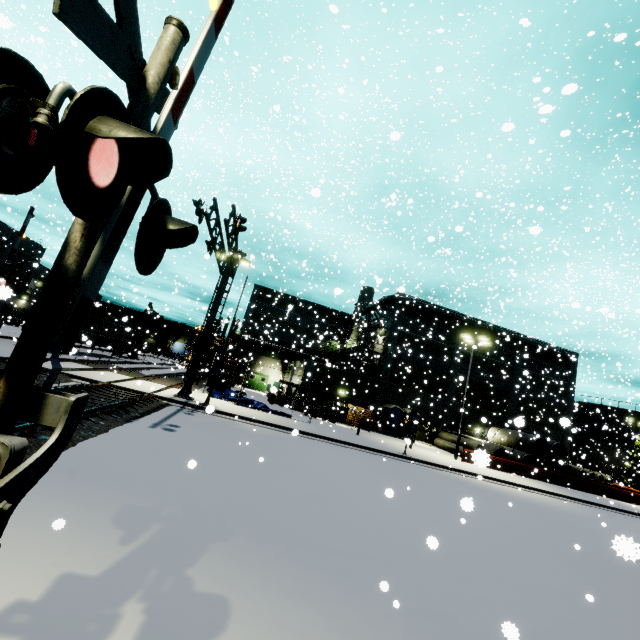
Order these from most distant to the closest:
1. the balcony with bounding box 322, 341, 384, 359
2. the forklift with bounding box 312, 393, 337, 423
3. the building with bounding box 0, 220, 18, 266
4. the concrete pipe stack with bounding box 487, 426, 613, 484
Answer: the building with bounding box 0, 220, 18, 266 → the balcony with bounding box 322, 341, 384, 359 → the concrete pipe stack with bounding box 487, 426, 613, 484 → the forklift with bounding box 312, 393, 337, 423

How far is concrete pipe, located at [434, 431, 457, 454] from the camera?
30.8m

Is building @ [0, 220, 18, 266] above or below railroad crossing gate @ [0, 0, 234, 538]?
above

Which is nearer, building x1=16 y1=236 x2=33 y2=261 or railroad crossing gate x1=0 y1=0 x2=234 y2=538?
railroad crossing gate x1=0 y1=0 x2=234 y2=538

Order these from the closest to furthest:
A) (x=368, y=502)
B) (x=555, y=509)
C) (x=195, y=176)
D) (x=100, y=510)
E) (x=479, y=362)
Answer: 1. (x=100, y=510)
2. (x=368, y=502)
3. (x=555, y=509)
4. (x=479, y=362)
5. (x=195, y=176)

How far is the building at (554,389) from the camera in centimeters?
3266cm

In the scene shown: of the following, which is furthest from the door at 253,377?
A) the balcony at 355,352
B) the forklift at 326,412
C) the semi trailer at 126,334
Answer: the semi trailer at 126,334

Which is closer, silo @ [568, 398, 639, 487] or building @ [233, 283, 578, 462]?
building @ [233, 283, 578, 462]
